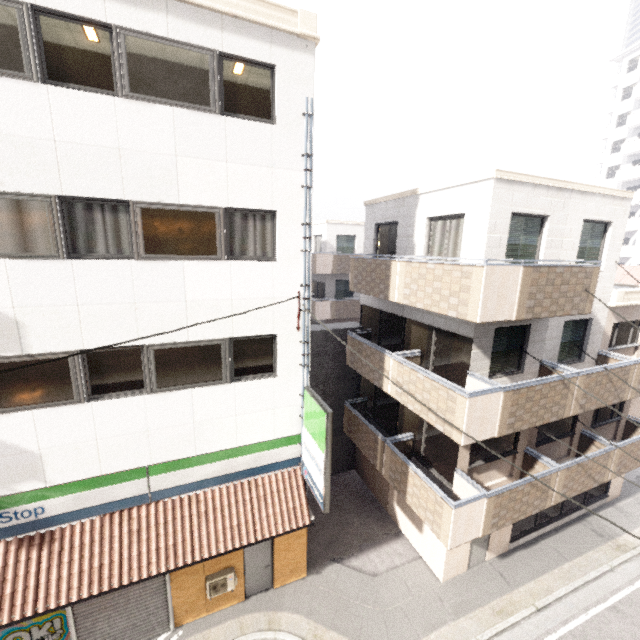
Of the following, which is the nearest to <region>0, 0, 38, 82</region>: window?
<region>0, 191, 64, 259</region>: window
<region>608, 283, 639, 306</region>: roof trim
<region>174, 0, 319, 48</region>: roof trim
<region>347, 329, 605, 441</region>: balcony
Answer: <region>174, 0, 319, 48</region>: roof trim

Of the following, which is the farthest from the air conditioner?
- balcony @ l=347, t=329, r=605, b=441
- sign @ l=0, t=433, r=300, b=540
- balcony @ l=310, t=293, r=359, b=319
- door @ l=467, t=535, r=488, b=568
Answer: balcony @ l=310, t=293, r=359, b=319

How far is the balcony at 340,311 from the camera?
20.9 meters

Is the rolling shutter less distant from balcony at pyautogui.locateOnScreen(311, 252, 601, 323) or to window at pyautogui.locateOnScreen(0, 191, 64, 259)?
window at pyautogui.locateOnScreen(0, 191, 64, 259)

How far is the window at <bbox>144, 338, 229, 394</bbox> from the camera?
7.2m

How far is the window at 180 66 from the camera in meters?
5.9

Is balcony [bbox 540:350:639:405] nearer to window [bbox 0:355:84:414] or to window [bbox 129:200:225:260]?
window [bbox 129:200:225:260]

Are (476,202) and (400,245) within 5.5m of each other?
yes
